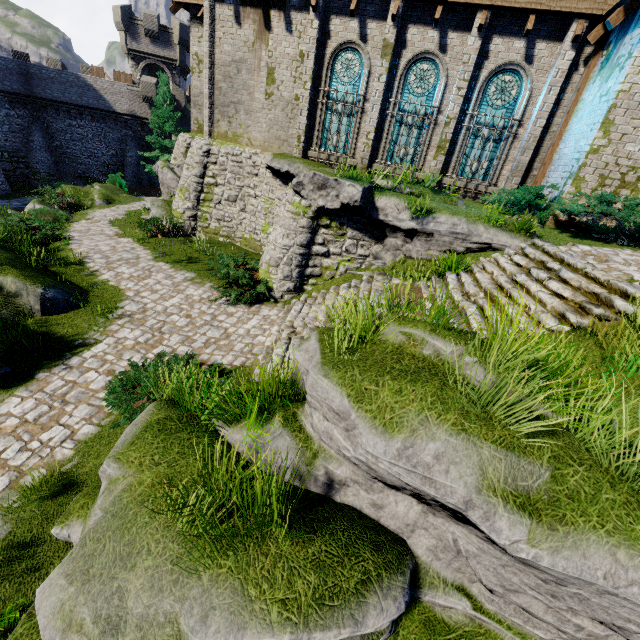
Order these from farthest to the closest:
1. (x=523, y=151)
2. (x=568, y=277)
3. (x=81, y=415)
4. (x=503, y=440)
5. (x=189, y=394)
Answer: (x=523, y=151) < (x=568, y=277) < (x=81, y=415) < (x=189, y=394) < (x=503, y=440)

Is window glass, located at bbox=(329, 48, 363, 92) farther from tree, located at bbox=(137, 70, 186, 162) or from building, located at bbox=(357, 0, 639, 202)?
tree, located at bbox=(137, 70, 186, 162)

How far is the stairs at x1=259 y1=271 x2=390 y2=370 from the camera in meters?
8.0

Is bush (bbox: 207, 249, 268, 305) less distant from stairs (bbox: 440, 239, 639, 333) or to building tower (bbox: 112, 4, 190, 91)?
stairs (bbox: 440, 239, 639, 333)

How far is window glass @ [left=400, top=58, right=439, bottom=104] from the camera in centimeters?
1220cm

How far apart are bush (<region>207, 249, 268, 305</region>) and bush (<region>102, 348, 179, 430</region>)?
3.0 meters

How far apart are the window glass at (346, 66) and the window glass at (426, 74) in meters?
1.5 m

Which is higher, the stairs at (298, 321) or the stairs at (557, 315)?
the stairs at (557, 315)
